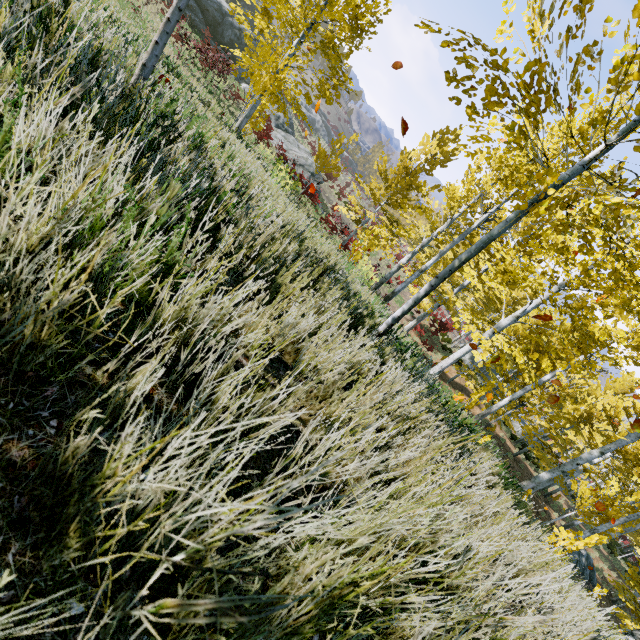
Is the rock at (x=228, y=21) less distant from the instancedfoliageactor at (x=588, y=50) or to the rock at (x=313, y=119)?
the instancedfoliageactor at (x=588, y=50)

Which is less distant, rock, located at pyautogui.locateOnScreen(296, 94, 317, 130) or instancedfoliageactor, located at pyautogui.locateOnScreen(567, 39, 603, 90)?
instancedfoliageactor, located at pyautogui.locateOnScreen(567, 39, 603, 90)

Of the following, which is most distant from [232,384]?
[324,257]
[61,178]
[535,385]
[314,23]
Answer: [314,23]

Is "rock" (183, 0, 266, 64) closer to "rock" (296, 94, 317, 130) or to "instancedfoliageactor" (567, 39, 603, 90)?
"instancedfoliageactor" (567, 39, 603, 90)

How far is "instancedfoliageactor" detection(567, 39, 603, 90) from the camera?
2.4m

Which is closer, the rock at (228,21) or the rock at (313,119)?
the rock at (228,21)

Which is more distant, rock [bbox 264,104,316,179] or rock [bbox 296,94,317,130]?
rock [bbox 296,94,317,130]
